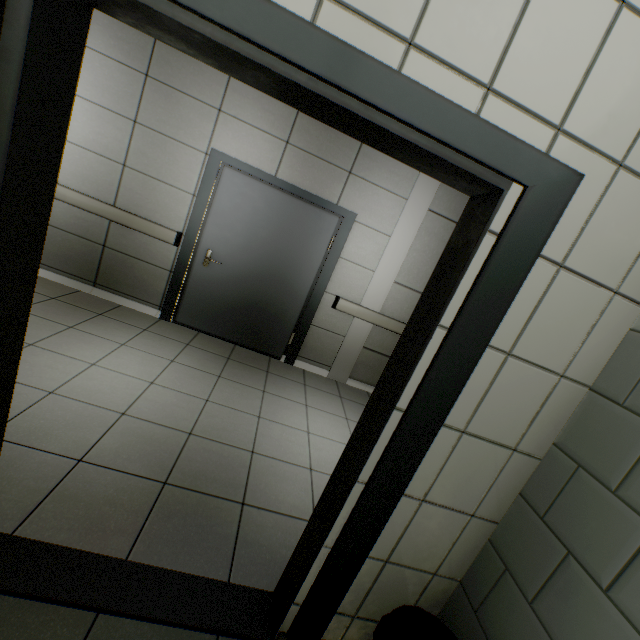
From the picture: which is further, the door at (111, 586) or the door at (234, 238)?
the door at (234, 238)

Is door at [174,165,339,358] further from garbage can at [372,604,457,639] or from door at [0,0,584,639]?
garbage can at [372,604,457,639]

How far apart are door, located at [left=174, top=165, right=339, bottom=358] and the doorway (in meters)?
0.01

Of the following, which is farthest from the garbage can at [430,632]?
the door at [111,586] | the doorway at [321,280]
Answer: the doorway at [321,280]

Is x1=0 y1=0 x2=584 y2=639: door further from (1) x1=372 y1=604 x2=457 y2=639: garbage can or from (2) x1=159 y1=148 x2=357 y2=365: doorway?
(2) x1=159 y1=148 x2=357 y2=365: doorway

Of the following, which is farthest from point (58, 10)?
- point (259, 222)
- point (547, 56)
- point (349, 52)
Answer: point (259, 222)

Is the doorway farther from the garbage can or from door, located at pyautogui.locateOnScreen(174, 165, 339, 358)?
the garbage can
